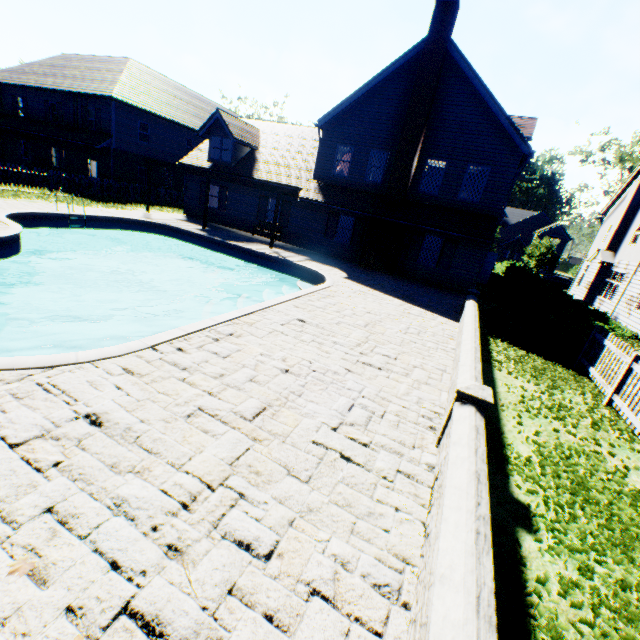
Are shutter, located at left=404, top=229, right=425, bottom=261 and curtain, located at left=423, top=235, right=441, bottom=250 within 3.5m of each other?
yes

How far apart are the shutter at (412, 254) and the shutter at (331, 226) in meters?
4.3 m

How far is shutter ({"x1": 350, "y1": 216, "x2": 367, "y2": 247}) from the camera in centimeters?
1823cm

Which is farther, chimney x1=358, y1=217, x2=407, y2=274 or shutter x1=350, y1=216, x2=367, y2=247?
shutter x1=350, y1=216, x2=367, y2=247

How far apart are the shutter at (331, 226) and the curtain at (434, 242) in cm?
508

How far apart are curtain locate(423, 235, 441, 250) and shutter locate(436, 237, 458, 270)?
0.21m

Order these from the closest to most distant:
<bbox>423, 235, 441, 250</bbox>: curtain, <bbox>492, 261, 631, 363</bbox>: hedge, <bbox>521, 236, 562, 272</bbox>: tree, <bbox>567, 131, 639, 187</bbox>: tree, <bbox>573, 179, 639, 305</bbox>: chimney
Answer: <bbox>492, 261, 631, 363</bbox>: hedge, <bbox>423, 235, 441, 250</bbox>: curtain, <bbox>573, 179, 639, 305</bbox>: chimney, <bbox>567, 131, 639, 187</bbox>: tree, <bbox>521, 236, 562, 272</bbox>: tree

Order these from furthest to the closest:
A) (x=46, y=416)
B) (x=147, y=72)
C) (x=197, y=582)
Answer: (x=147, y=72), (x=46, y=416), (x=197, y=582)
